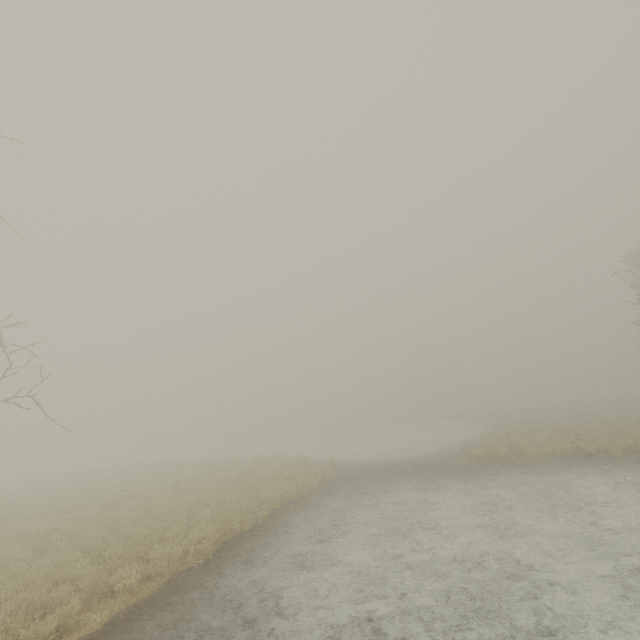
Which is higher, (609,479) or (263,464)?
(263,464)
